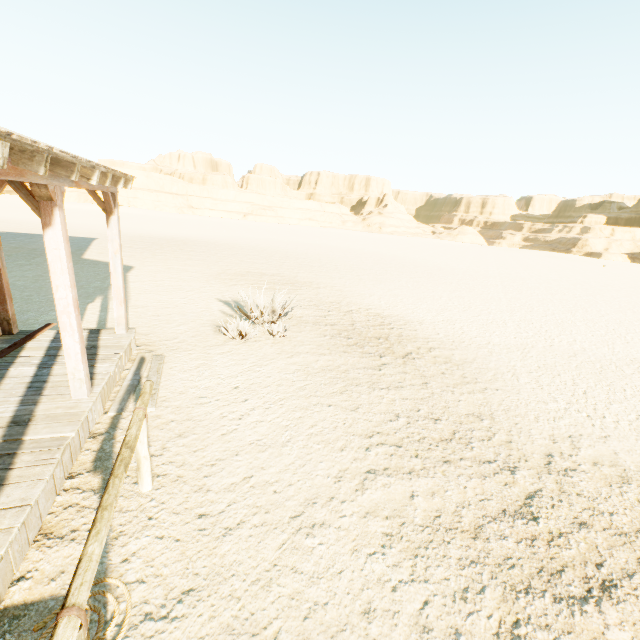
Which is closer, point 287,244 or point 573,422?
point 573,422

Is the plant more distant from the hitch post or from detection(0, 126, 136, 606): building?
the hitch post

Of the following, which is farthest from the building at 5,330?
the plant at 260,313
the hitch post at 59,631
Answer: the plant at 260,313

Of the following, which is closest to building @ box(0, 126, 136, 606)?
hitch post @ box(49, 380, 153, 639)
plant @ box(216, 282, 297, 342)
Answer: hitch post @ box(49, 380, 153, 639)
